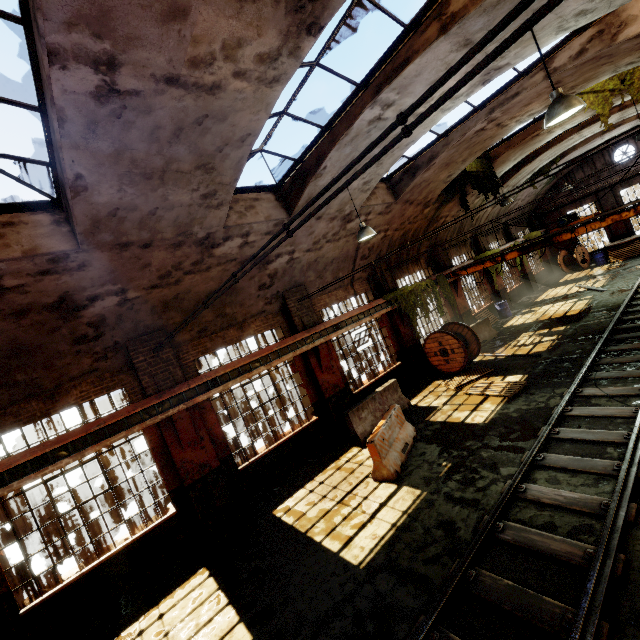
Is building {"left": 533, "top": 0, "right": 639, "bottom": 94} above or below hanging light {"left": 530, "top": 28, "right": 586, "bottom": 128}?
above

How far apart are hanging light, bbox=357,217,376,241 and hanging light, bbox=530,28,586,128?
4.2m

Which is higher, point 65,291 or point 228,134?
point 228,134

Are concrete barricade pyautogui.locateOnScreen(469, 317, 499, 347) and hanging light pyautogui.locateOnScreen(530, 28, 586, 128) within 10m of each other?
no

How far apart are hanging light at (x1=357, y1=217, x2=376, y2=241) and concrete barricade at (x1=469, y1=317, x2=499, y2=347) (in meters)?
8.18

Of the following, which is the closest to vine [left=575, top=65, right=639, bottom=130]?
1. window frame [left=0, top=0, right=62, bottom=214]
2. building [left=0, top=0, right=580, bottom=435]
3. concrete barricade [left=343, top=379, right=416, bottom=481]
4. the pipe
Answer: building [left=0, top=0, right=580, bottom=435]

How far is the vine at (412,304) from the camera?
14.0m

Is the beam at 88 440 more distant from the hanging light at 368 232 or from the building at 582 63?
the hanging light at 368 232
